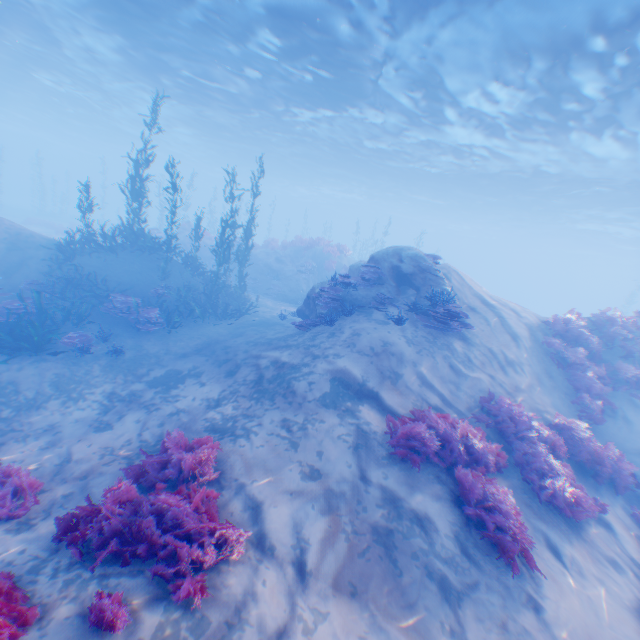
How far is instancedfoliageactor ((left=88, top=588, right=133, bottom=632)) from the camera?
3.3m

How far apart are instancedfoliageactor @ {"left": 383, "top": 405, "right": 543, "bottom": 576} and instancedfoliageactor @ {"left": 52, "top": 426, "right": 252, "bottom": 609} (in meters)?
3.03

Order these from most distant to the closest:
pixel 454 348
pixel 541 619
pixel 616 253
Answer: pixel 616 253 → pixel 454 348 → pixel 541 619

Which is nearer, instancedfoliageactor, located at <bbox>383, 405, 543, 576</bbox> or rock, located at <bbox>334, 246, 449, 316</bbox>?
instancedfoliageactor, located at <bbox>383, 405, 543, 576</bbox>

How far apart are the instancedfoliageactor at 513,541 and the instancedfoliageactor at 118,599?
4.44m

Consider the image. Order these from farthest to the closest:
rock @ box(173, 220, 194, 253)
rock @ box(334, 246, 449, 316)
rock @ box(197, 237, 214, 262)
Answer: rock @ box(197, 237, 214, 262) → rock @ box(173, 220, 194, 253) → rock @ box(334, 246, 449, 316)

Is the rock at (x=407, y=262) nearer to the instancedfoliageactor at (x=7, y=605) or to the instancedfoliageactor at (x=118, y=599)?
the instancedfoliageactor at (x=7, y=605)

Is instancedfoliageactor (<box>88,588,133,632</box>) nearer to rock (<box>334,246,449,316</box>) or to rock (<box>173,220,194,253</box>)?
rock (<box>334,246,449,316</box>)
